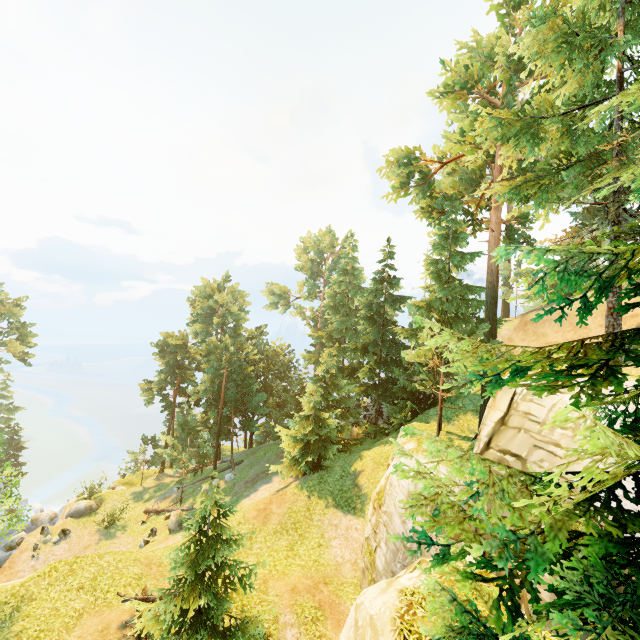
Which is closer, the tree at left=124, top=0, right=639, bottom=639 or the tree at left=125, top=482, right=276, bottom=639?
the tree at left=124, top=0, right=639, bottom=639

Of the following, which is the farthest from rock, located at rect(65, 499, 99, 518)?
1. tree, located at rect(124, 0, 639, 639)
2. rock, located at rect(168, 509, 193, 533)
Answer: rock, located at rect(168, 509, 193, 533)

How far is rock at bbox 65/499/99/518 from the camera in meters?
28.3 m

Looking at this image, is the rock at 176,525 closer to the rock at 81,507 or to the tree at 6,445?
the tree at 6,445

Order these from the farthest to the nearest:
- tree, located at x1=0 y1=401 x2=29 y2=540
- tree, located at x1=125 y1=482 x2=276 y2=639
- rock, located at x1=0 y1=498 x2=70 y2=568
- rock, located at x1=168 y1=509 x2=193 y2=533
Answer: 1. rock, located at x1=0 y1=498 x2=70 y2=568
2. rock, located at x1=168 y1=509 x2=193 y2=533
3. tree, located at x1=0 y1=401 x2=29 y2=540
4. tree, located at x1=125 y1=482 x2=276 y2=639

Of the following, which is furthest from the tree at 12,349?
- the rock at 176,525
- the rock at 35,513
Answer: the rock at 35,513

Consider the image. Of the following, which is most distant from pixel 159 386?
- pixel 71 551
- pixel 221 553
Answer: pixel 221 553

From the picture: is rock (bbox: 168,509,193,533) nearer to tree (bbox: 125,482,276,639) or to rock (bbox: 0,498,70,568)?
tree (bbox: 125,482,276,639)
